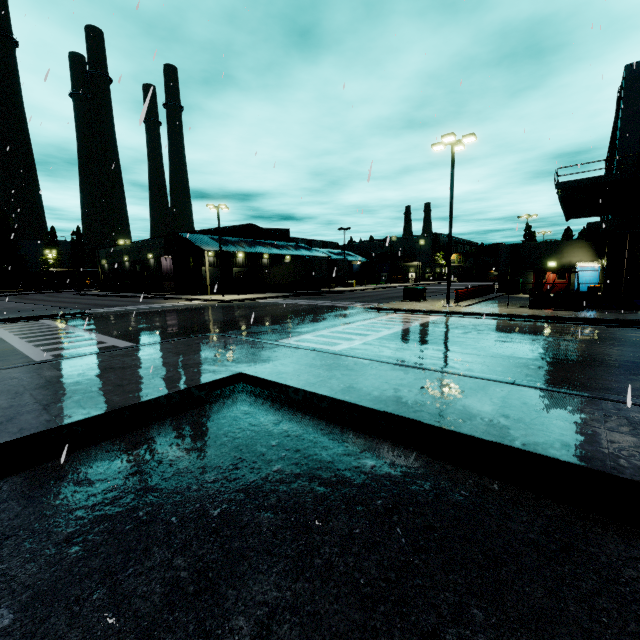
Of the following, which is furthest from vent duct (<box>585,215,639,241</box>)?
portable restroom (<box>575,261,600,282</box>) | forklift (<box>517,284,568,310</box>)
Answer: forklift (<box>517,284,568,310</box>)

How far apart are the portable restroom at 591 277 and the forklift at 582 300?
12.06m

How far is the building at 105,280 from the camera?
41.44m

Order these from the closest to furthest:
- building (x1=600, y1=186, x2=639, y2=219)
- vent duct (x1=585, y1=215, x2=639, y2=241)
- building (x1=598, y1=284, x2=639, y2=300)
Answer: vent duct (x1=585, y1=215, x2=639, y2=241) < building (x1=600, y1=186, x2=639, y2=219) < building (x1=598, y1=284, x2=639, y2=300)

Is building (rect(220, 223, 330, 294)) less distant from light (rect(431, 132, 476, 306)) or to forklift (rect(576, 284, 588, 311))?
forklift (rect(576, 284, 588, 311))

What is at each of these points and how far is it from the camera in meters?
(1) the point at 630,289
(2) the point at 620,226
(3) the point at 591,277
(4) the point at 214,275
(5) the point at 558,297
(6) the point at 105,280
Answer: (1) building, 21.5 m
(2) vent duct, 20.5 m
(3) portable restroom, 27.3 m
(4) roll-up door, 45.5 m
(5) forklift, 17.8 m
(6) building, 58.8 m

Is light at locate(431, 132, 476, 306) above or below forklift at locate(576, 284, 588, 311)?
above

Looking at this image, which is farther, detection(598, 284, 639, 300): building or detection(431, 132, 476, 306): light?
detection(598, 284, 639, 300): building
